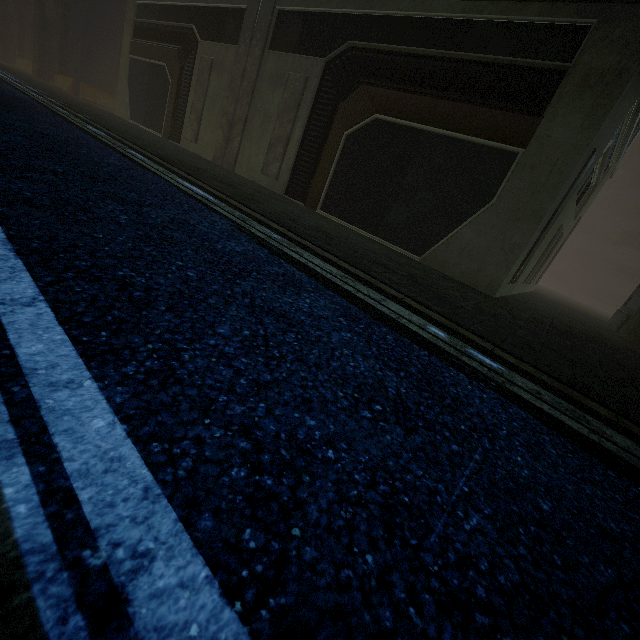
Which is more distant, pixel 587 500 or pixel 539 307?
pixel 539 307
